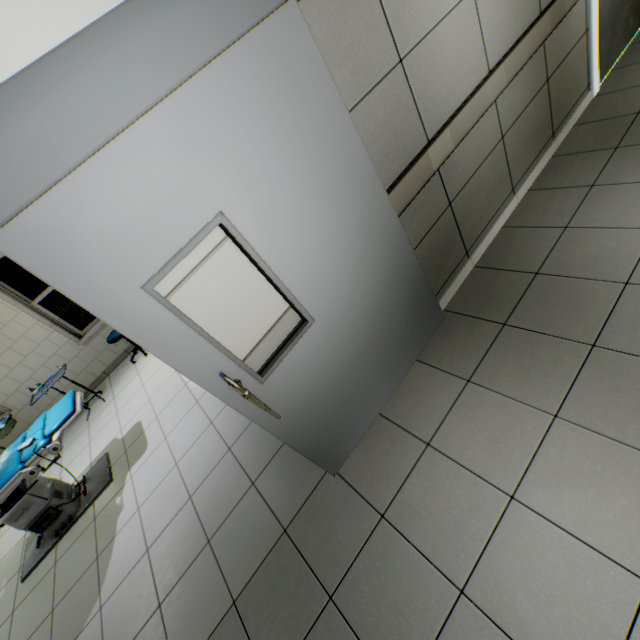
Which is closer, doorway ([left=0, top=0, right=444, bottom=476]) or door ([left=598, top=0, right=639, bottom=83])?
doorway ([left=0, top=0, right=444, bottom=476])

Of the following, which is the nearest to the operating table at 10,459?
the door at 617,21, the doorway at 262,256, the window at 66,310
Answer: the doorway at 262,256

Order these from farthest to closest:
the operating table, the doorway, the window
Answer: the window
the operating table
the doorway

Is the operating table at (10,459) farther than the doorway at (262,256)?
Yes

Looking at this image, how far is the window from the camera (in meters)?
5.09

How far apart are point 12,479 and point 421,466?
3.6m

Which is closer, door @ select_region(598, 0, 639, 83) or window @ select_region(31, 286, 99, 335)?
door @ select_region(598, 0, 639, 83)

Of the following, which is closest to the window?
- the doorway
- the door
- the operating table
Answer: the operating table
